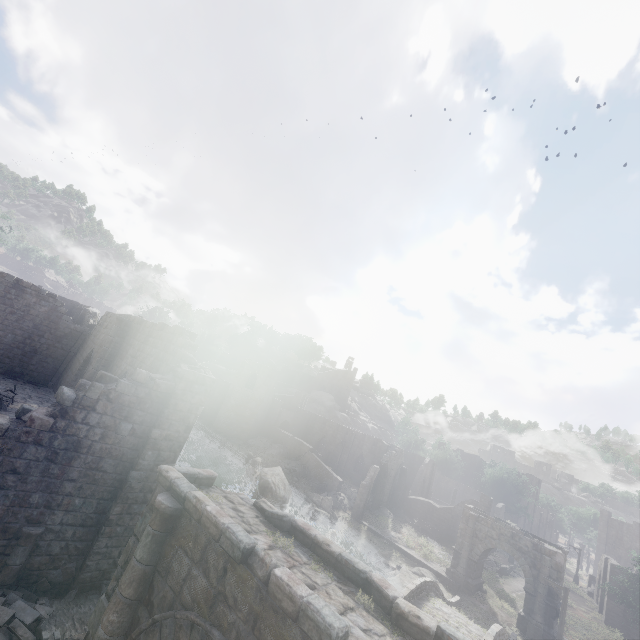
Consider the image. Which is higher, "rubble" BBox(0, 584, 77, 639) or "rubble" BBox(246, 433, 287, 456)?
"rubble" BBox(246, 433, 287, 456)

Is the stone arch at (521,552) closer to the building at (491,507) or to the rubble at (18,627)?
the rubble at (18,627)

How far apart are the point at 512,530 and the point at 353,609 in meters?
29.6 m

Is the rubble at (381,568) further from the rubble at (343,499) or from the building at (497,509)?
the building at (497,509)

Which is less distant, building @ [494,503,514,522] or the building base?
the building base

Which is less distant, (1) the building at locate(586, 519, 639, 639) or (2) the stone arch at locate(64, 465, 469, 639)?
(2) the stone arch at locate(64, 465, 469, 639)

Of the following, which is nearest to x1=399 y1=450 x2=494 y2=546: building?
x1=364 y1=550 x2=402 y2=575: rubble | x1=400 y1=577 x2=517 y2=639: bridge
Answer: x1=400 y1=577 x2=517 y2=639: bridge

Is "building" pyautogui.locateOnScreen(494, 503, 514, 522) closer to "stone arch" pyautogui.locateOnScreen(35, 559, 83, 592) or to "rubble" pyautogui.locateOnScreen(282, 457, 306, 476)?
"rubble" pyautogui.locateOnScreen(282, 457, 306, 476)
